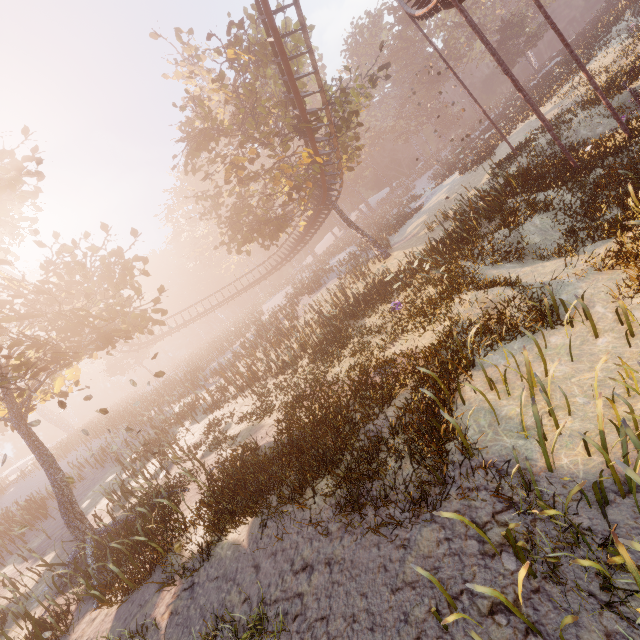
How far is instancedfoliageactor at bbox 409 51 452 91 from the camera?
55.33m

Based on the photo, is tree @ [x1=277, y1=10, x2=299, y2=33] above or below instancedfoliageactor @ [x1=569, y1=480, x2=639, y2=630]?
above

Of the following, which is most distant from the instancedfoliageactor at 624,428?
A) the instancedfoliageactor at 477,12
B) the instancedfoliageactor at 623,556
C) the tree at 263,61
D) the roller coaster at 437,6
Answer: the instancedfoliageactor at 477,12

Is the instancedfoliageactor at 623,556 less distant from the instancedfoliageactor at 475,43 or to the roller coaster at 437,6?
the roller coaster at 437,6

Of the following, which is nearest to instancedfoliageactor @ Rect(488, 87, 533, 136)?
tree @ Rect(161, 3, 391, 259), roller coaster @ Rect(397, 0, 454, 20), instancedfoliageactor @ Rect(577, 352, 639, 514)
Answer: tree @ Rect(161, 3, 391, 259)

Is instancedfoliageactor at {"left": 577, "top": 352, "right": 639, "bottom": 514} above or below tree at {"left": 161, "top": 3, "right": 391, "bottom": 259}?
below

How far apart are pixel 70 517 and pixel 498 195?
21.9 meters
